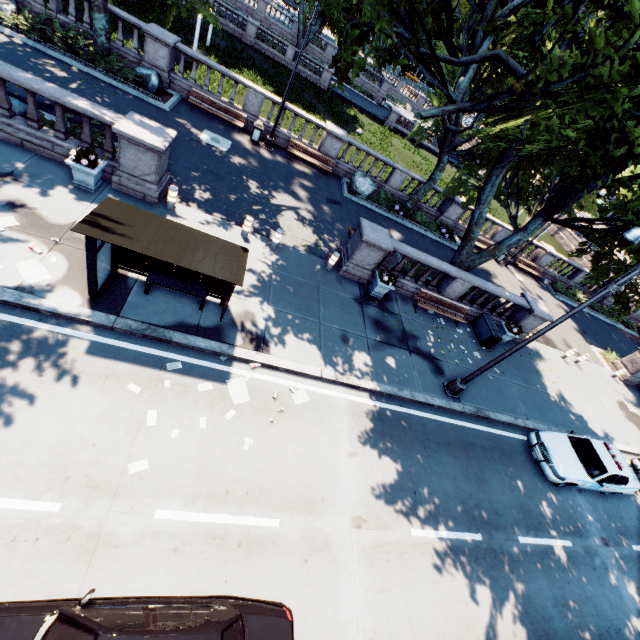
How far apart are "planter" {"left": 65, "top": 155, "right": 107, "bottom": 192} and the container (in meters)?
16.66

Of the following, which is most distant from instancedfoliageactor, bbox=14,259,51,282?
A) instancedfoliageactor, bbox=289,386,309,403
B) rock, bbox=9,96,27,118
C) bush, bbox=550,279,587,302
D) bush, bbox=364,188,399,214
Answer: bush, bbox=550,279,587,302

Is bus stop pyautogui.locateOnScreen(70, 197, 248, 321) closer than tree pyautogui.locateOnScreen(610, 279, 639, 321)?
Yes

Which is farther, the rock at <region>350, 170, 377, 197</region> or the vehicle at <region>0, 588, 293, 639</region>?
the rock at <region>350, 170, 377, 197</region>

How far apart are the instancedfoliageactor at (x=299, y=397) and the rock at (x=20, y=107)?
12.27m

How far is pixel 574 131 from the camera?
52.28m

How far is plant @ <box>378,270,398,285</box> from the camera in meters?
13.1 m

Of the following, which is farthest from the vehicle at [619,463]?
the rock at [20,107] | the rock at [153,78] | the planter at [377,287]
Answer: the rock at [153,78]
